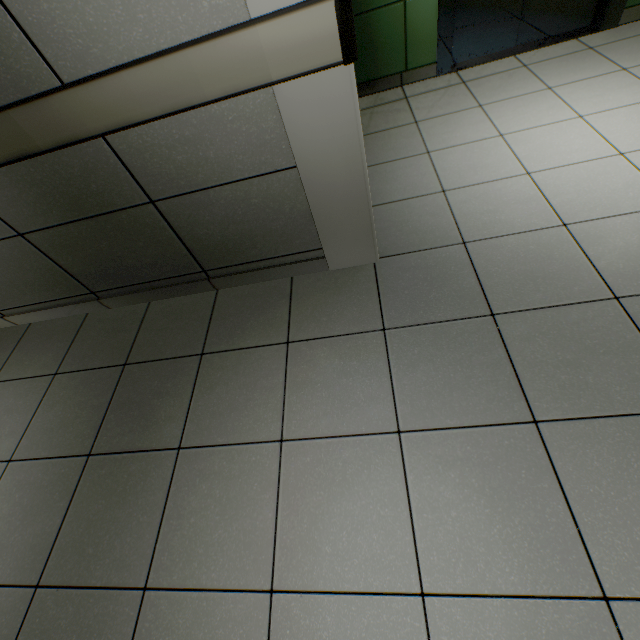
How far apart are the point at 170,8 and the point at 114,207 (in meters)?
0.90
